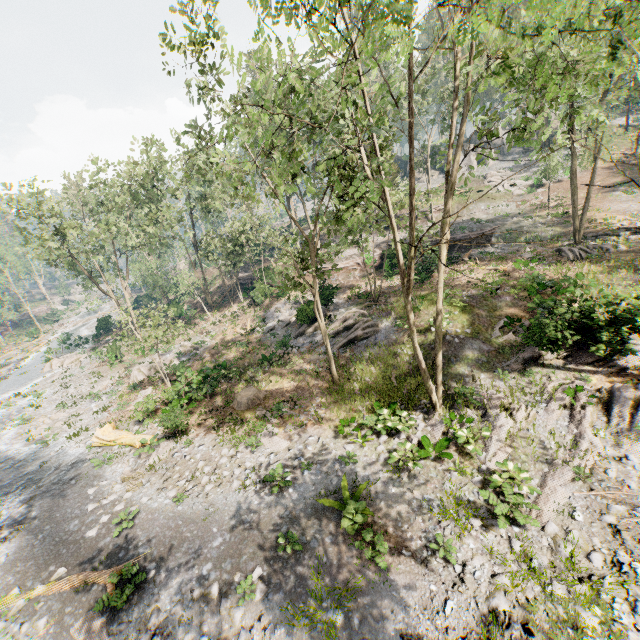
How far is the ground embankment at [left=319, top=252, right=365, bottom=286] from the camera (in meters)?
33.31

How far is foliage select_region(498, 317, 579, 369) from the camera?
14.3m

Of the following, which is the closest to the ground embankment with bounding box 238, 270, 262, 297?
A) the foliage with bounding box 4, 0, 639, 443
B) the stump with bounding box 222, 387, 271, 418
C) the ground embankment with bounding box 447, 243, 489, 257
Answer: the foliage with bounding box 4, 0, 639, 443

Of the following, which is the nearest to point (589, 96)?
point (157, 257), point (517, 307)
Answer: point (517, 307)

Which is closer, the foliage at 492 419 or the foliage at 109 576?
the foliage at 109 576

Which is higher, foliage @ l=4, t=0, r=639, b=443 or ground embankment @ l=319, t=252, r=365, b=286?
foliage @ l=4, t=0, r=639, b=443

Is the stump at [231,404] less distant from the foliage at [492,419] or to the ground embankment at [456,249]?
the foliage at [492,419]

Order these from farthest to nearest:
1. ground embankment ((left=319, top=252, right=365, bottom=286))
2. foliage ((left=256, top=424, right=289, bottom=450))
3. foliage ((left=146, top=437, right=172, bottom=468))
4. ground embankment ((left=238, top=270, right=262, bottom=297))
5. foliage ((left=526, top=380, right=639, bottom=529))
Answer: ground embankment ((left=238, top=270, right=262, bottom=297)) → ground embankment ((left=319, top=252, right=365, bottom=286)) → foliage ((left=146, top=437, right=172, bottom=468)) → foliage ((left=256, top=424, right=289, bottom=450)) → foliage ((left=526, top=380, right=639, bottom=529))
